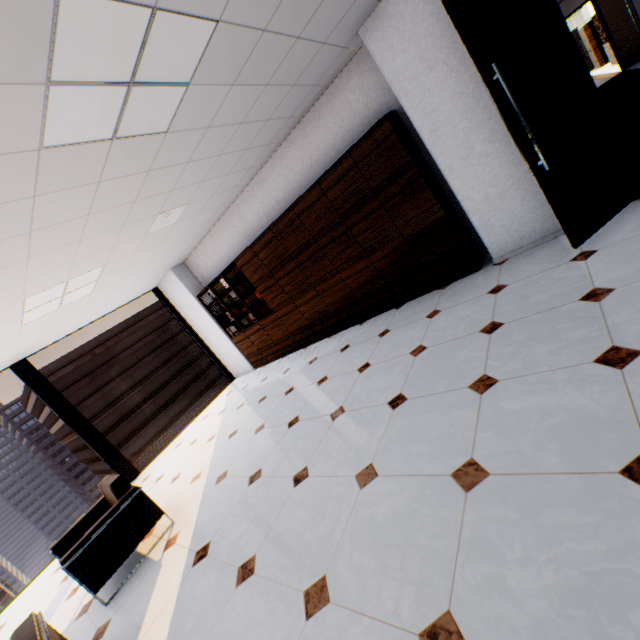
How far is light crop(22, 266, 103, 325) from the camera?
3.98m

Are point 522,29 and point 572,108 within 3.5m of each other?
yes

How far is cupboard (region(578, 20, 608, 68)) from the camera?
15.98m

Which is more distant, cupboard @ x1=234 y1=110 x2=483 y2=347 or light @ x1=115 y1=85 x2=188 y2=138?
cupboard @ x1=234 y1=110 x2=483 y2=347

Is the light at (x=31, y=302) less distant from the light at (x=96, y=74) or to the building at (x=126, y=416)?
the light at (x=96, y=74)

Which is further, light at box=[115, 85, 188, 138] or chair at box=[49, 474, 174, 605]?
chair at box=[49, 474, 174, 605]

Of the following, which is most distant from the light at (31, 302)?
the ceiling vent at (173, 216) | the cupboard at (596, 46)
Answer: the cupboard at (596, 46)

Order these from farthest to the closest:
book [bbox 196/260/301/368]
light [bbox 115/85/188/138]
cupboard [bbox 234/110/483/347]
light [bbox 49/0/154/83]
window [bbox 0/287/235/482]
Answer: book [bbox 196/260/301/368], window [bbox 0/287/235/482], cupboard [bbox 234/110/483/347], light [bbox 115/85/188/138], light [bbox 49/0/154/83]
